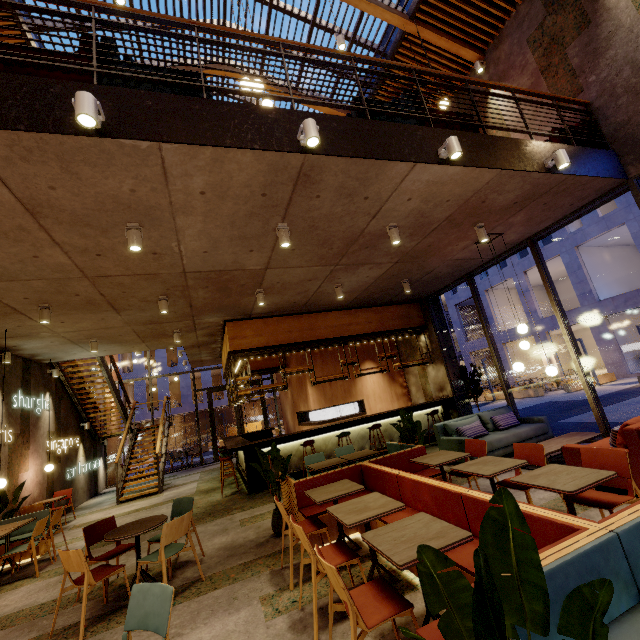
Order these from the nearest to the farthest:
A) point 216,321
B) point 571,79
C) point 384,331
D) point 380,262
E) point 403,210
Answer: point 403,210 → point 571,79 → point 380,262 → point 216,321 → point 384,331

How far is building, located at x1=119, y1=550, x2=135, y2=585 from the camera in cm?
470

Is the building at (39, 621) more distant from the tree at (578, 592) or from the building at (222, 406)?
the building at (222, 406)

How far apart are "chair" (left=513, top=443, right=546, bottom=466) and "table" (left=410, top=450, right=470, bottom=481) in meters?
0.5

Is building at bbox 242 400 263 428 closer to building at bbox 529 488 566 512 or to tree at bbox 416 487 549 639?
building at bbox 529 488 566 512

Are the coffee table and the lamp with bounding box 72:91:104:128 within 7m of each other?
no

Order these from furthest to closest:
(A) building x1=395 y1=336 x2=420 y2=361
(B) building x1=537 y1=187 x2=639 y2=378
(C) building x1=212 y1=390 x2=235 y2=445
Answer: (C) building x1=212 y1=390 x2=235 y2=445
(B) building x1=537 y1=187 x2=639 y2=378
(A) building x1=395 y1=336 x2=420 y2=361

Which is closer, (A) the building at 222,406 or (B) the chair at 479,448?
(B) the chair at 479,448
